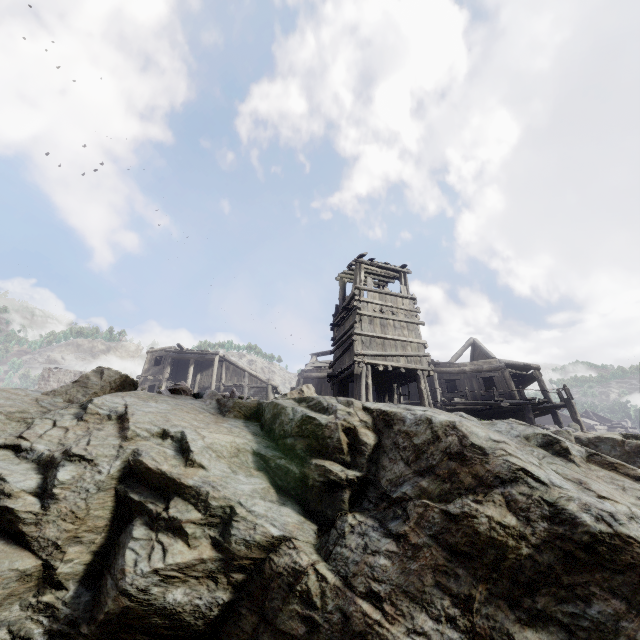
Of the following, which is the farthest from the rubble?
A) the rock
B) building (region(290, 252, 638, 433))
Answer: building (region(290, 252, 638, 433))

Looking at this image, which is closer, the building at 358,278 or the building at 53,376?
the building at 358,278

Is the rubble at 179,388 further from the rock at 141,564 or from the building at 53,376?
the building at 53,376

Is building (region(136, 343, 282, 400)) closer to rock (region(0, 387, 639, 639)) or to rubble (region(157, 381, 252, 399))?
rock (region(0, 387, 639, 639))

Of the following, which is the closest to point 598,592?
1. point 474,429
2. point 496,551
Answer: point 496,551
